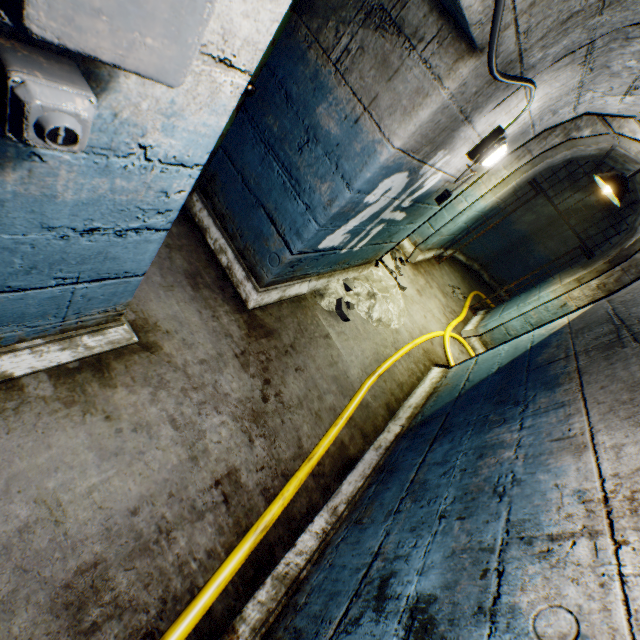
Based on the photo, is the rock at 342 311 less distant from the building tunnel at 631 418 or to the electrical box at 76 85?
the building tunnel at 631 418

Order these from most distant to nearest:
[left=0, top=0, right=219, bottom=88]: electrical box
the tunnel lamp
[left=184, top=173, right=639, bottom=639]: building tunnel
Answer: the tunnel lamp, [left=184, top=173, right=639, bottom=639]: building tunnel, [left=0, top=0, right=219, bottom=88]: electrical box

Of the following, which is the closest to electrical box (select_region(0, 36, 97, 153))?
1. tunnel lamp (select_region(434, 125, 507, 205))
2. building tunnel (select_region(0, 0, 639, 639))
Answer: building tunnel (select_region(0, 0, 639, 639))

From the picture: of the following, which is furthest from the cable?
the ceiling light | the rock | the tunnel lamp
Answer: the ceiling light

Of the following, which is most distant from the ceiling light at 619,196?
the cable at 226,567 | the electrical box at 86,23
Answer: the electrical box at 86,23

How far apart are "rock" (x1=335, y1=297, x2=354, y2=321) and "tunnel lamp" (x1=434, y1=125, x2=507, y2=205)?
1.34m

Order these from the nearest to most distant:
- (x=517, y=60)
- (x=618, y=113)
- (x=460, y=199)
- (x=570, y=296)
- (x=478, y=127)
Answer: (x=517, y=60)
(x=478, y=127)
(x=618, y=113)
(x=570, y=296)
(x=460, y=199)
